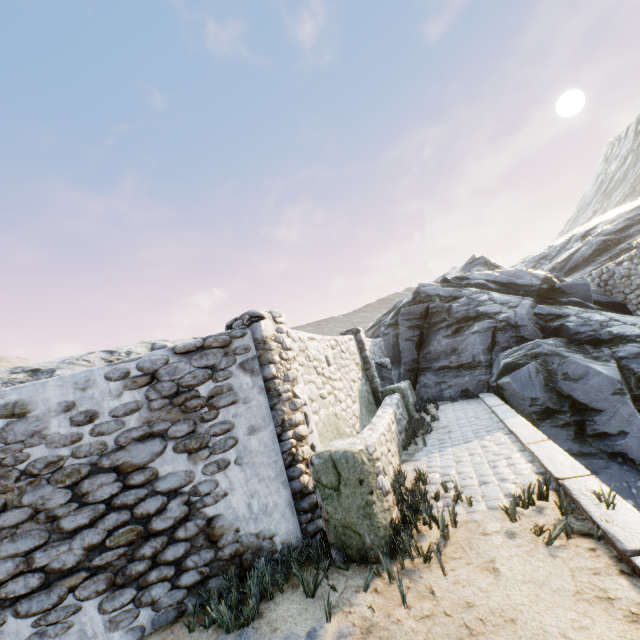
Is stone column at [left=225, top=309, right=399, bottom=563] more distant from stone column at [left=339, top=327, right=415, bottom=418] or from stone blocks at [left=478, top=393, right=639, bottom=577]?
stone column at [left=339, top=327, right=415, bottom=418]

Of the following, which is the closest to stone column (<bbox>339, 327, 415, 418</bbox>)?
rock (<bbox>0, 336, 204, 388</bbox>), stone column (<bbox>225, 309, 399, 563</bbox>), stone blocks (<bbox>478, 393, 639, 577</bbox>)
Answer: rock (<bbox>0, 336, 204, 388</bbox>)

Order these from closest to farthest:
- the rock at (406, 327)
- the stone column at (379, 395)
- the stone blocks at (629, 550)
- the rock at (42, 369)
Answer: the stone blocks at (629, 550)
the rock at (406, 327)
the stone column at (379, 395)
the rock at (42, 369)

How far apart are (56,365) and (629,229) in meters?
28.1

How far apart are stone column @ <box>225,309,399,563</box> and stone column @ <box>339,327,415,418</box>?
5.0 meters

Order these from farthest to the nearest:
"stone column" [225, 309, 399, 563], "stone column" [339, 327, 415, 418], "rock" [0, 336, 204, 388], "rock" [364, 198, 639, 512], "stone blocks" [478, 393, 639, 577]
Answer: "rock" [0, 336, 204, 388] → "stone column" [339, 327, 415, 418] → "rock" [364, 198, 639, 512] → "stone column" [225, 309, 399, 563] → "stone blocks" [478, 393, 639, 577]

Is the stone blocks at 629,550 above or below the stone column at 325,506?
below

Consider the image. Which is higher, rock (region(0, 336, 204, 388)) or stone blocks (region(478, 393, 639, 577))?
rock (region(0, 336, 204, 388))
